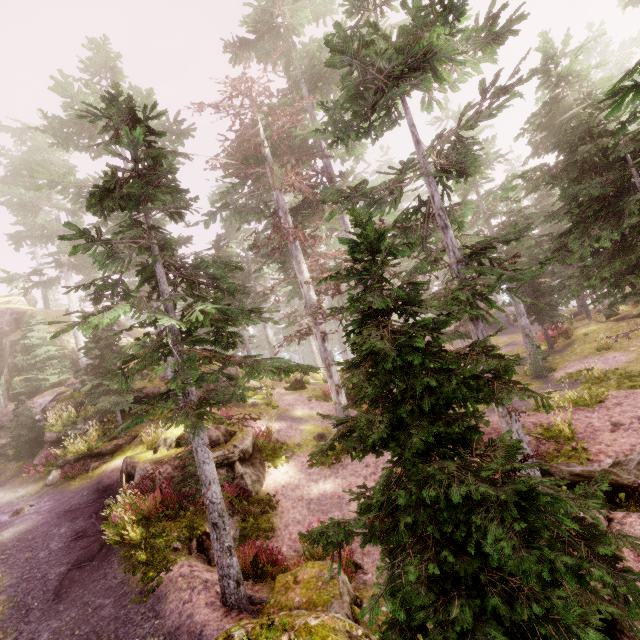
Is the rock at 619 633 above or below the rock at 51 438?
below

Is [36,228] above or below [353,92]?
above

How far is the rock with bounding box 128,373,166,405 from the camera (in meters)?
17.73

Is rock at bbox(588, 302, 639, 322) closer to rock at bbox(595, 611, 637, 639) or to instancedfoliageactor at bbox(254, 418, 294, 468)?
instancedfoliageactor at bbox(254, 418, 294, 468)

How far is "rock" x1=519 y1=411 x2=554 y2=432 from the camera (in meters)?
11.45

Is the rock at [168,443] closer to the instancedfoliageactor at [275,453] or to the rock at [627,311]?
the instancedfoliageactor at [275,453]

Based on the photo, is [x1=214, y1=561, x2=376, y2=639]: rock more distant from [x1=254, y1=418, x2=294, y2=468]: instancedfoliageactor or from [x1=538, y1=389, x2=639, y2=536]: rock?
[x1=538, y1=389, x2=639, y2=536]: rock
